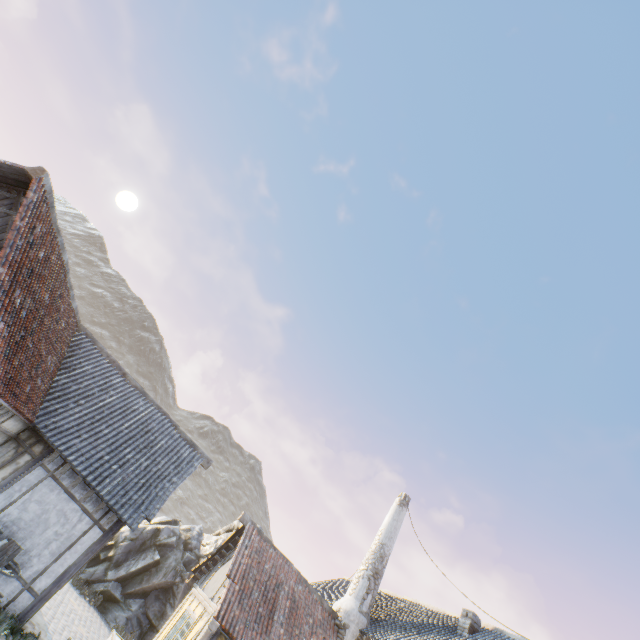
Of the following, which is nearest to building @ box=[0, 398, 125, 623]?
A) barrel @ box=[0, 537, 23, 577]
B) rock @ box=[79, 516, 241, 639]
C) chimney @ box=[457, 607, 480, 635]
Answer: barrel @ box=[0, 537, 23, 577]

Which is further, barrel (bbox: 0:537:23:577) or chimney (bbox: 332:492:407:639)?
chimney (bbox: 332:492:407:639)

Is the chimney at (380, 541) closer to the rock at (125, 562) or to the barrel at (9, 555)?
the rock at (125, 562)

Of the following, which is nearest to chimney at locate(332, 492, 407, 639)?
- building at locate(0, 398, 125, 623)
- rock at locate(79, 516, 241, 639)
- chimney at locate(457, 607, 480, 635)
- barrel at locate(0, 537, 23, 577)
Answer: chimney at locate(457, 607, 480, 635)

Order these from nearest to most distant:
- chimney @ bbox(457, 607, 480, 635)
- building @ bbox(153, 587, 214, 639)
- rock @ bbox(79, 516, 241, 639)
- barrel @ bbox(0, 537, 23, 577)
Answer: barrel @ bbox(0, 537, 23, 577) → building @ bbox(153, 587, 214, 639) → chimney @ bbox(457, 607, 480, 635) → rock @ bbox(79, 516, 241, 639)

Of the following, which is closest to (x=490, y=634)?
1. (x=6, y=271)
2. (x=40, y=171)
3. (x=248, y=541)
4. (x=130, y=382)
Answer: (x=248, y=541)

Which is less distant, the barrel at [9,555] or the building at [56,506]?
the barrel at [9,555]

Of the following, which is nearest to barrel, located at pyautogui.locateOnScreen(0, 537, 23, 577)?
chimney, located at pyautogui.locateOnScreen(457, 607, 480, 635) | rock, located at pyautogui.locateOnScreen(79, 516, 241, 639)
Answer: rock, located at pyautogui.locateOnScreen(79, 516, 241, 639)
